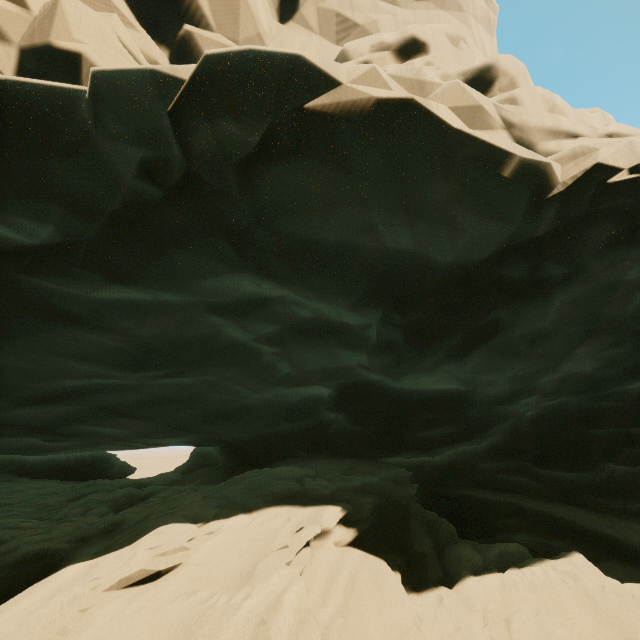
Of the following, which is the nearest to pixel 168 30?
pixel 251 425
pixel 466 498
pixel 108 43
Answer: pixel 108 43
